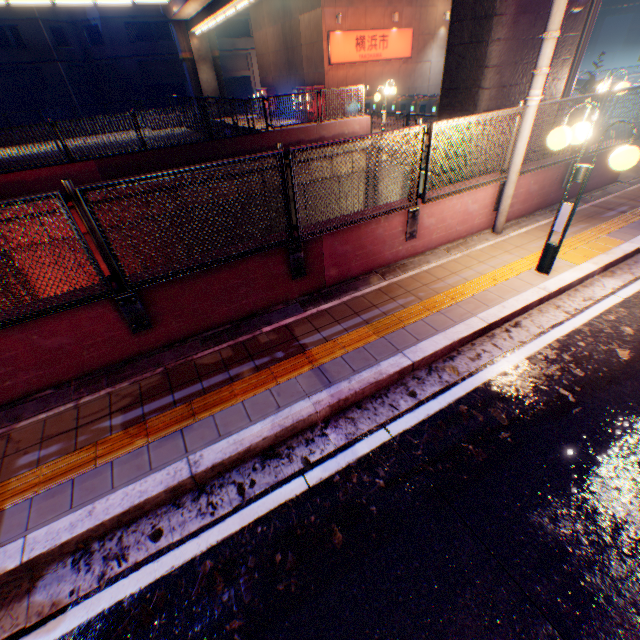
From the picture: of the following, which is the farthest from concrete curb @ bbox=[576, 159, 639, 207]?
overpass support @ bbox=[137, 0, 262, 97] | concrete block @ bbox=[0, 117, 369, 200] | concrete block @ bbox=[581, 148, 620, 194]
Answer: concrete block @ bbox=[0, 117, 369, 200]

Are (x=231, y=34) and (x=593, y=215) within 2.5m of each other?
no

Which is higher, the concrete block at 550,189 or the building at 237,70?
the building at 237,70

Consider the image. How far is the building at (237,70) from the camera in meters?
36.6 m

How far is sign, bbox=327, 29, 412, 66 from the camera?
20.25m

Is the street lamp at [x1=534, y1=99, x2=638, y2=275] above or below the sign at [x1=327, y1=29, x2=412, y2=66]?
below

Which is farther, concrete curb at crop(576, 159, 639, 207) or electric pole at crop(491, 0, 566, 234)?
concrete curb at crop(576, 159, 639, 207)

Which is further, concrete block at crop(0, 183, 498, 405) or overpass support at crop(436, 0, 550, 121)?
overpass support at crop(436, 0, 550, 121)
